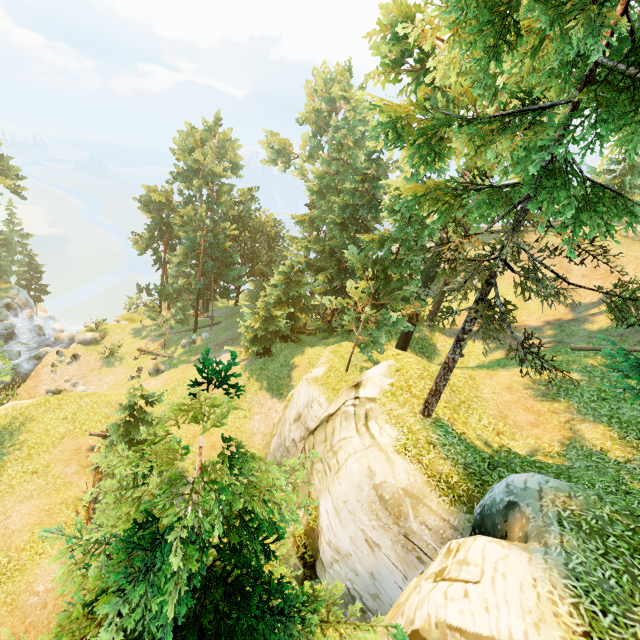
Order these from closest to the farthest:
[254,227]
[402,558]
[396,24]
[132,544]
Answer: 1. [132,544]
2. [402,558]
3. [396,24]
4. [254,227]

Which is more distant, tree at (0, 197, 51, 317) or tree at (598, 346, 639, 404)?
tree at (0, 197, 51, 317)

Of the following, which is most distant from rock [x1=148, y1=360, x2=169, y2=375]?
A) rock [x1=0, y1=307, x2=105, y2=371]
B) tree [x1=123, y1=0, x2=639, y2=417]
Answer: rock [x1=0, y1=307, x2=105, y2=371]

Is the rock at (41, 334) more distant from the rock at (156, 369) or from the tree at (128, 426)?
the rock at (156, 369)

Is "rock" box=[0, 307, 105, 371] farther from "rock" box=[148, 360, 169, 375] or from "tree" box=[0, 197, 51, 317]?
"rock" box=[148, 360, 169, 375]

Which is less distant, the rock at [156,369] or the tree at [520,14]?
the tree at [520,14]

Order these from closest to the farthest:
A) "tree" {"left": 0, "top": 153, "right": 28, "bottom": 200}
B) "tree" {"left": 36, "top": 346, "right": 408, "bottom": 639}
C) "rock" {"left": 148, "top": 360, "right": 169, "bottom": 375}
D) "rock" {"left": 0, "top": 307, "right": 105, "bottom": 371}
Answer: "tree" {"left": 36, "top": 346, "right": 408, "bottom": 639}
"rock" {"left": 148, "top": 360, "right": 169, "bottom": 375}
"rock" {"left": 0, "top": 307, "right": 105, "bottom": 371}
"tree" {"left": 0, "top": 153, "right": 28, "bottom": 200}

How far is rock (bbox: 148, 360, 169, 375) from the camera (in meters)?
30.39
